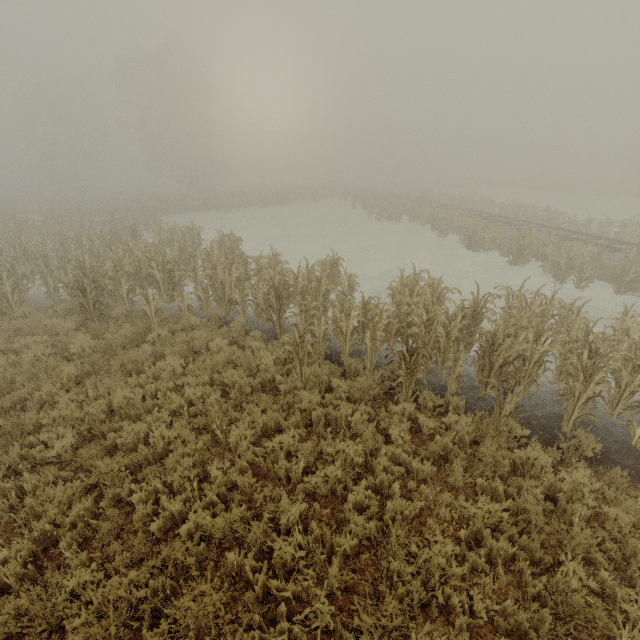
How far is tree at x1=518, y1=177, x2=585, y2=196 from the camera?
45.8m

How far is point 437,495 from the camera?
5.1m

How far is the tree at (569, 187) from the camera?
45.8m
